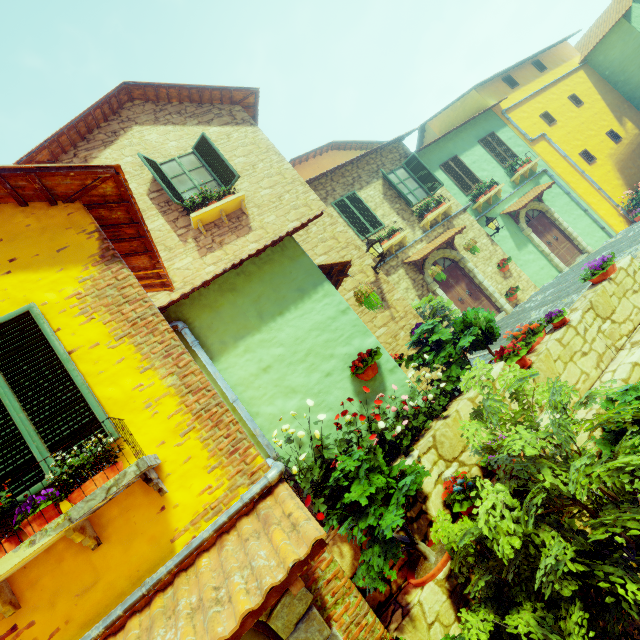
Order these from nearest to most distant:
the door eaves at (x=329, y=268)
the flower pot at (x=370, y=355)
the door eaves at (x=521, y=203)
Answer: the flower pot at (x=370, y=355), the door eaves at (x=329, y=268), the door eaves at (x=521, y=203)

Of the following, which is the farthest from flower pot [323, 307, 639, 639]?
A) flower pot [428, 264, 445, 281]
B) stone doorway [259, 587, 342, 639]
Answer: flower pot [428, 264, 445, 281]

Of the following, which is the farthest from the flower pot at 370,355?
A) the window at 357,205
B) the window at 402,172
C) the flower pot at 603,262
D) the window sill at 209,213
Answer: the window at 402,172

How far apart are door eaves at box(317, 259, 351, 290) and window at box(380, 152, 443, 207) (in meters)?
5.24

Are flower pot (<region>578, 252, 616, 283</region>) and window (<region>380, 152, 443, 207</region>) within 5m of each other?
no

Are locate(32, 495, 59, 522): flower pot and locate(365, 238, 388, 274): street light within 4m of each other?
no

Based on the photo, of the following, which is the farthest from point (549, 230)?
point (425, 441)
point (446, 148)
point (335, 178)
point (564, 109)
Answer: point (425, 441)

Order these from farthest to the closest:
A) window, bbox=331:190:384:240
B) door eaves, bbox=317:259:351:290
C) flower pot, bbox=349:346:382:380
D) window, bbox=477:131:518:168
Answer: window, bbox=477:131:518:168
window, bbox=331:190:384:240
door eaves, bbox=317:259:351:290
flower pot, bbox=349:346:382:380
